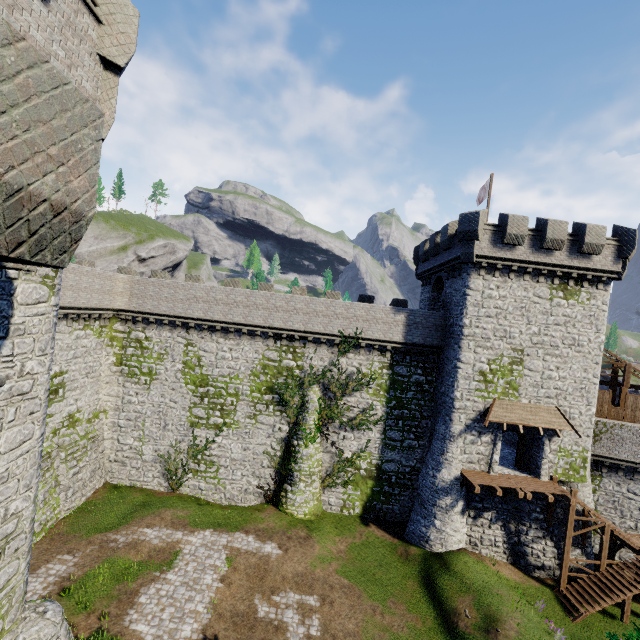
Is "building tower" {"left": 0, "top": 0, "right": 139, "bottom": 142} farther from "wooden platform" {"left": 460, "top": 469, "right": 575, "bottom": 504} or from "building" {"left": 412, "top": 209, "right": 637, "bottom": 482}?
"wooden platform" {"left": 460, "top": 469, "right": 575, "bottom": 504}

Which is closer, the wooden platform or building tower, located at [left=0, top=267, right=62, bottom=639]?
building tower, located at [left=0, top=267, right=62, bottom=639]

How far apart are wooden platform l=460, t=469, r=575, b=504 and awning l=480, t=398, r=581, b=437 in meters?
3.1

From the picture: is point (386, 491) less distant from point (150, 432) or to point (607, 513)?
point (607, 513)

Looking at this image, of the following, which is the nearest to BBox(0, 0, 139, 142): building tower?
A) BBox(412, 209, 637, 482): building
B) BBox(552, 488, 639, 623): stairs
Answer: BBox(412, 209, 637, 482): building

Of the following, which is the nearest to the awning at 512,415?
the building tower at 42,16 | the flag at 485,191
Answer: the flag at 485,191

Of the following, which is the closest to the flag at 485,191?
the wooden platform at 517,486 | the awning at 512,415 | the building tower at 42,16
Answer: the awning at 512,415

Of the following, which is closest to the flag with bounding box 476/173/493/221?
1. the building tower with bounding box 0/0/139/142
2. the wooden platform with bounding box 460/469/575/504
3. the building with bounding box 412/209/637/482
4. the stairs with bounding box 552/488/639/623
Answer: the building with bounding box 412/209/637/482
